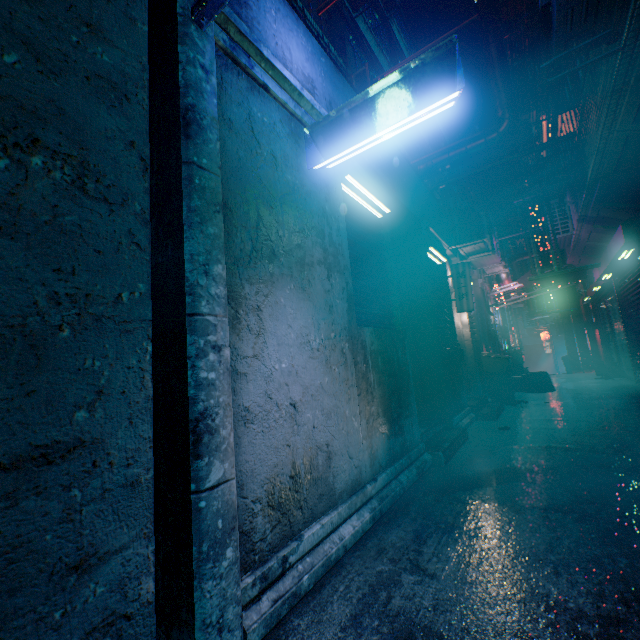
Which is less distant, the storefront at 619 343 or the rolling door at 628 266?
the rolling door at 628 266

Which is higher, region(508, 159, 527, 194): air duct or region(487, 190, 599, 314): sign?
region(508, 159, 527, 194): air duct

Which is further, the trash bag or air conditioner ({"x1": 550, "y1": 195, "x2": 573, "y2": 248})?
the trash bag

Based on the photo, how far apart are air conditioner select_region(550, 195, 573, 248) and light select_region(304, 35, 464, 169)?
7.1 meters

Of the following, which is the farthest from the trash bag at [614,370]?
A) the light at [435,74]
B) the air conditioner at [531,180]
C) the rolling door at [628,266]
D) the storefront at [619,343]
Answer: the light at [435,74]

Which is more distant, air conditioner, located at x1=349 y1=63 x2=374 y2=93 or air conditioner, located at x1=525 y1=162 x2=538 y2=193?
air conditioner, located at x1=525 y1=162 x2=538 y2=193

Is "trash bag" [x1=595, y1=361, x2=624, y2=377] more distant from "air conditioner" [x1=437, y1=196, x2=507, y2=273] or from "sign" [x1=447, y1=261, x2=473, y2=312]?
"air conditioner" [x1=437, y1=196, x2=507, y2=273]

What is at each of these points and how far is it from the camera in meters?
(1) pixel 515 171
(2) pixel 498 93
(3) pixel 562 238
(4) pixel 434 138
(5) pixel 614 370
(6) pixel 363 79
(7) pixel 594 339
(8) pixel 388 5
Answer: (1) air duct, 10.2 m
(2) air duct, 5.5 m
(3) air conditioner, 7.3 m
(4) air conditioner, 13.4 m
(5) trash bag, 9.2 m
(6) air conditioner, 6.8 m
(7) air duct, 11.7 m
(8) air conditioner, 10.8 m
